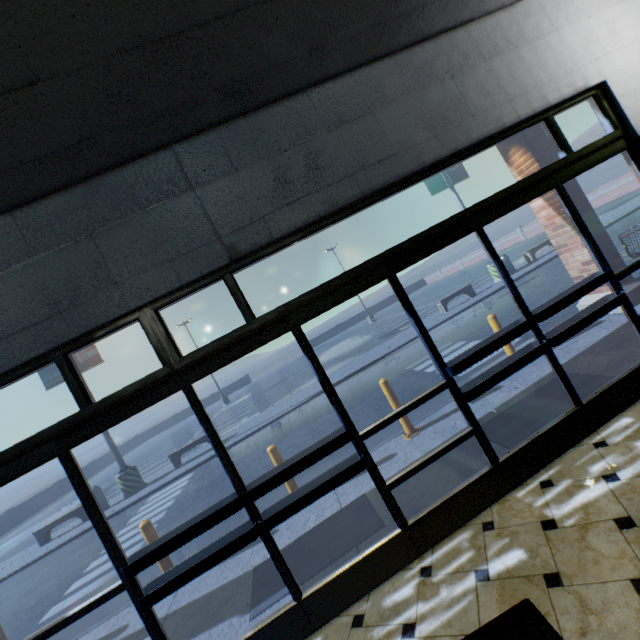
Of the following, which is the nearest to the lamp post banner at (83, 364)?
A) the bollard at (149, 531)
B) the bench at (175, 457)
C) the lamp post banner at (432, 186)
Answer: the bench at (175, 457)

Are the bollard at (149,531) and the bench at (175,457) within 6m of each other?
no

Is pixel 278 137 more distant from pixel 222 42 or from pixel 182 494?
pixel 182 494

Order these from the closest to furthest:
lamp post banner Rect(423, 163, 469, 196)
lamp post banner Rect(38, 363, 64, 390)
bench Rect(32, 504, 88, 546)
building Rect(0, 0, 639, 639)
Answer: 1. building Rect(0, 0, 639, 639)
2. bench Rect(32, 504, 88, 546)
3. lamp post banner Rect(38, 363, 64, 390)
4. lamp post banner Rect(423, 163, 469, 196)

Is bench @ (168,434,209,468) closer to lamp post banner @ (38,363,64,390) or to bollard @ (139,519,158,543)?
lamp post banner @ (38,363,64,390)

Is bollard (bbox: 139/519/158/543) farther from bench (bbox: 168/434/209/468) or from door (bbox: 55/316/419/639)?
bench (bbox: 168/434/209/468)

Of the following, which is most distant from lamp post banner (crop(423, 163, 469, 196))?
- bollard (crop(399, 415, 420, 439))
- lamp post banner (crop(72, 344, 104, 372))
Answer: lamp post banner (crop(72, 344, 104, 372))

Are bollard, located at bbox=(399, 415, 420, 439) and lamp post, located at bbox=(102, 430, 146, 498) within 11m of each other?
no
